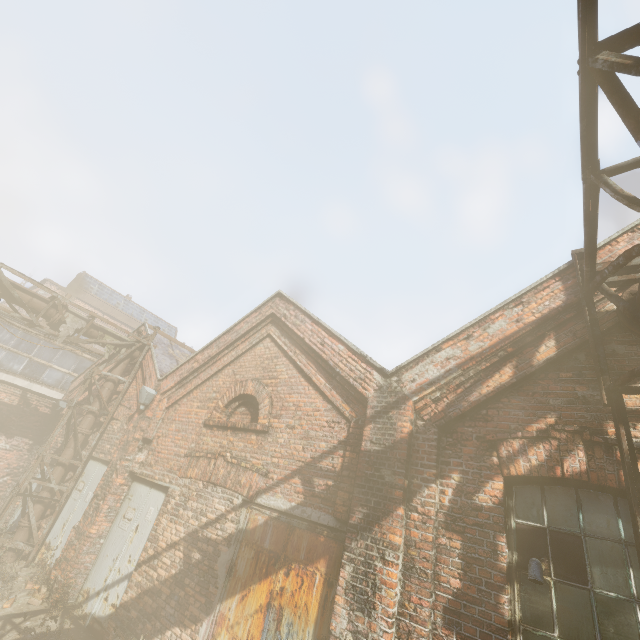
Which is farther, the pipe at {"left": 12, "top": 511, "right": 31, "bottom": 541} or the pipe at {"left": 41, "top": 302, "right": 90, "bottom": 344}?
the pipe at {"left": 41, "top": 302, "right": 90, "bottom": 344}

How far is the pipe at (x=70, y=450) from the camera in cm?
895

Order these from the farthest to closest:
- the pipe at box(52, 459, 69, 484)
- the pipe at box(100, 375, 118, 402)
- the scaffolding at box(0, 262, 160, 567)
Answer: the pipe at box(100, 375, 118, 402) → the pipe at box(52, 459, 69, 484) → the scaffolding at box(0, 262, 160, 567)

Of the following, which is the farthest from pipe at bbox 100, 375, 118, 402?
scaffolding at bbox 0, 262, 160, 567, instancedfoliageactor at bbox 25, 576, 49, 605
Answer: instancedfoliageactor at bbox 25, 576, 49, 605

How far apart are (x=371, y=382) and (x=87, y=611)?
7.2 meters

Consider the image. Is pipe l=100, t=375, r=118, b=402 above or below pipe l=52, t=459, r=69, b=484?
above

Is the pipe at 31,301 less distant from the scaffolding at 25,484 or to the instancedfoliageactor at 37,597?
the scaffolding at 25,484

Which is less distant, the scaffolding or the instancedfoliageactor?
the instancedfoliageactor
